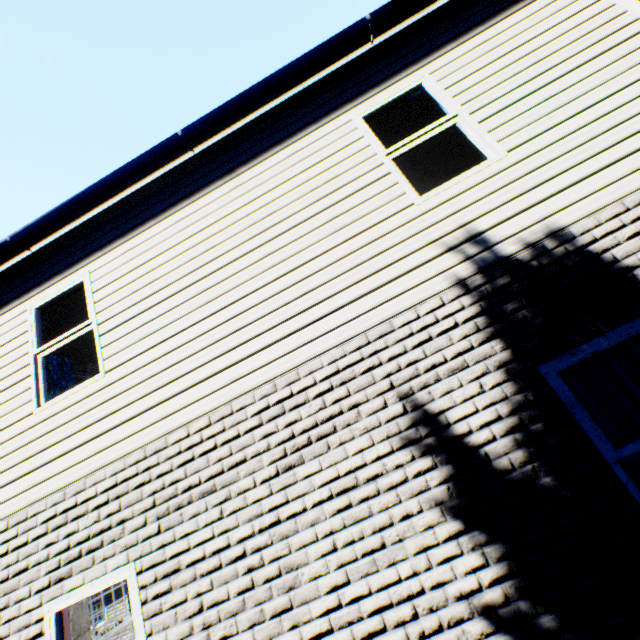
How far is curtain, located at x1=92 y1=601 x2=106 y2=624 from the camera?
12.9m

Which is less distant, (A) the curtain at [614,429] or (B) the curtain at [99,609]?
(A) the curtain at [614,429]

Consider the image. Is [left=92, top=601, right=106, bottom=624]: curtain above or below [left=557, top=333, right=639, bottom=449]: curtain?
below

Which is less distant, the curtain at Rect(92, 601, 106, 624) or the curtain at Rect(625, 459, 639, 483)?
the curtain at Rect(625, 459, 639, 483)

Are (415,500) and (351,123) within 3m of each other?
no
